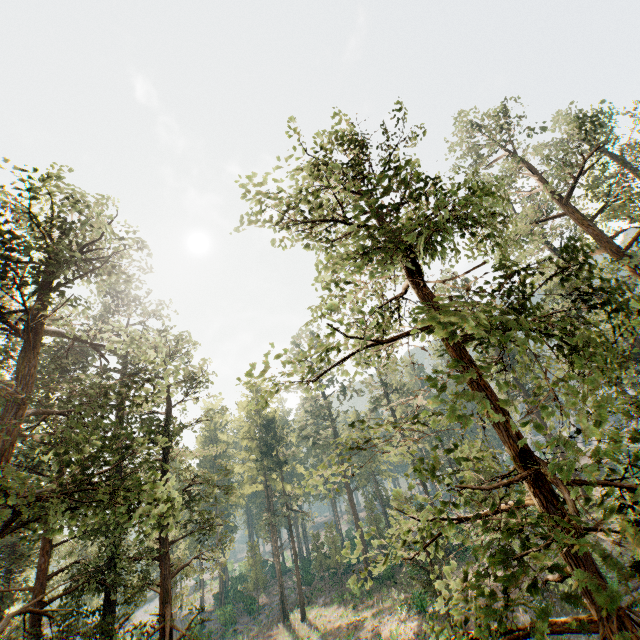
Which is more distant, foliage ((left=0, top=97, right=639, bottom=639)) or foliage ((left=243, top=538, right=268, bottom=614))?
foliage ((left=243, top=538, right=268, bottom=614))

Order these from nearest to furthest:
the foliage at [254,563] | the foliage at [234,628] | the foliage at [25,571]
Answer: the foliage at [25,571] → the foliage at [234,628] → the foliage at [254,563]

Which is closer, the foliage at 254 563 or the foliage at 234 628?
the foliage at 234 628

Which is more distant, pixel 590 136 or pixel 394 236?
pixel 590 136

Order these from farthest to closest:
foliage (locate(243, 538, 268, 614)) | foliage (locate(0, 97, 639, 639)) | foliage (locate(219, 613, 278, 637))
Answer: foliage (locate(243, 538, 268, 614)) < foliage (locate(219, 613, 278, 637)) < foliage (locate(0, 97, 639, 639))

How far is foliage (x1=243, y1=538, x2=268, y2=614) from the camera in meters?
45.3 m

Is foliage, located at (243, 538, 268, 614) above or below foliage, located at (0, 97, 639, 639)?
below
